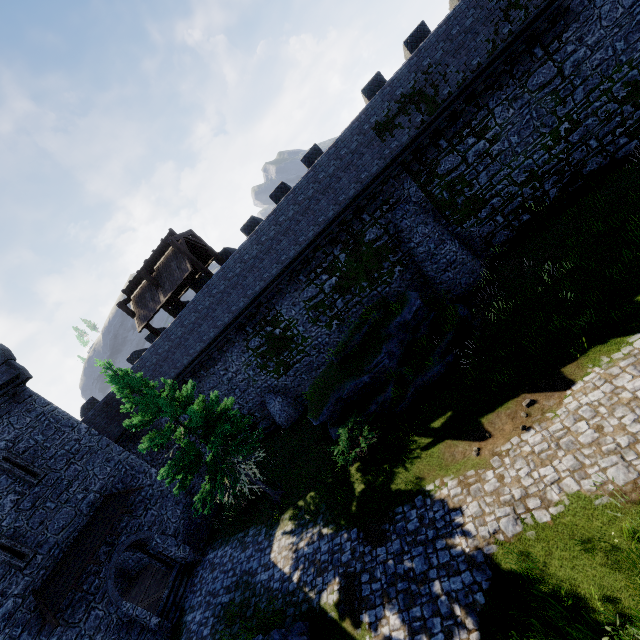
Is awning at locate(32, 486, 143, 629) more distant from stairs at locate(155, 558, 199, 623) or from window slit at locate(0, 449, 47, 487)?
stairs at locate(155, 558, 199, 623)

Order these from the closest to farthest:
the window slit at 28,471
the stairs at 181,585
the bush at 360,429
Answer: the bush at 360,429
the window slit at 28,471
the stairs at 181,585

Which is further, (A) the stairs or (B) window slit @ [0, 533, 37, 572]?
(A) the stairs

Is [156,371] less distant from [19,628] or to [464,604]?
[19,628]

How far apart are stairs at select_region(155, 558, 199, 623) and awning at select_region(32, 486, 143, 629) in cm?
441

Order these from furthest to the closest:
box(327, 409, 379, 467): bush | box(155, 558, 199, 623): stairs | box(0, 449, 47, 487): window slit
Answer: box(155, 558, 199, 623): stairs, box(0, 449, 47, 487): window slit, box(327, 409, 379, 467): bush

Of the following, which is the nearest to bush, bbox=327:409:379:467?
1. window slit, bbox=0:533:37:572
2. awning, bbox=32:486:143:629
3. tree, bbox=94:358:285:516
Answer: tree, bbox=94:358:285:516

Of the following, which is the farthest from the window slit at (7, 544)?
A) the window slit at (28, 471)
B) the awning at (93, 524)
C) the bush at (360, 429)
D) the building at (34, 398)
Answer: the bush at (360, 429)
